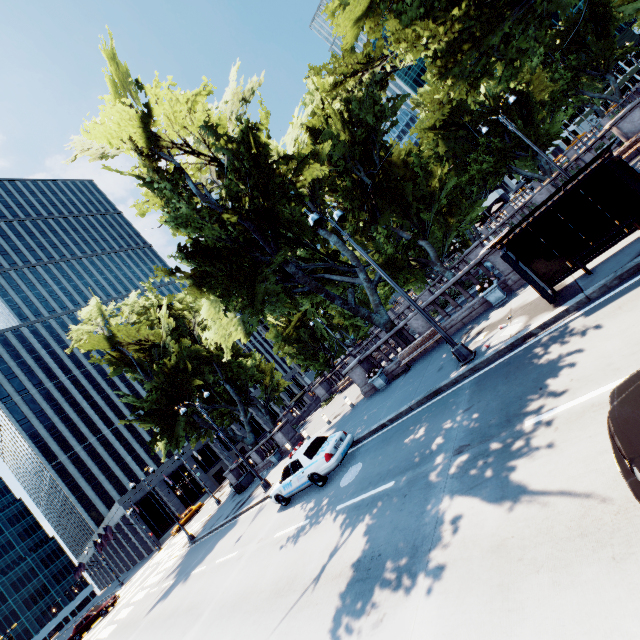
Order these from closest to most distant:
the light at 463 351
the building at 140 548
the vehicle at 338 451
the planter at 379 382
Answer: the light at 463 351, the vehicle at 338 451, the planter at 379 382, the building at 140 548

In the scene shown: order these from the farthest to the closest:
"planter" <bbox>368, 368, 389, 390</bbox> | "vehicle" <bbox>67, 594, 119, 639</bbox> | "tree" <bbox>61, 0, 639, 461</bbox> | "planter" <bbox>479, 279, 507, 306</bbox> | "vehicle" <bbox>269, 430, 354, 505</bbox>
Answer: "vehicle" <bbox>67, 594, 119, 639</bbox> < "planter" <bbox>368, 368, 389, 390</bbox> < "tree" <bbox>61, 0, 639, 461</bbox> < "planter" <bbox>479, 279, 507, 306</bbox> < "vehicle" <bbox>269, 430, 354, 505</bbox>

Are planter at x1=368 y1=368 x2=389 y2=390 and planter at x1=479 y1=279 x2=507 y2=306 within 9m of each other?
yes

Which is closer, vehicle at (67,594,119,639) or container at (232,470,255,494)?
container at (232,470,255,494)

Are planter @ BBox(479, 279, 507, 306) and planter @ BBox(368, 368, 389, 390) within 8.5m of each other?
yes

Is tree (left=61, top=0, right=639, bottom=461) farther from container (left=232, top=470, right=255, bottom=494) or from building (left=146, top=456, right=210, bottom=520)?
building (left=146, top=456, right=210, bottom=520)

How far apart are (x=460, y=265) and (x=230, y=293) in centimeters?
4596cm

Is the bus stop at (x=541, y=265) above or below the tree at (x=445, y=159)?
below
